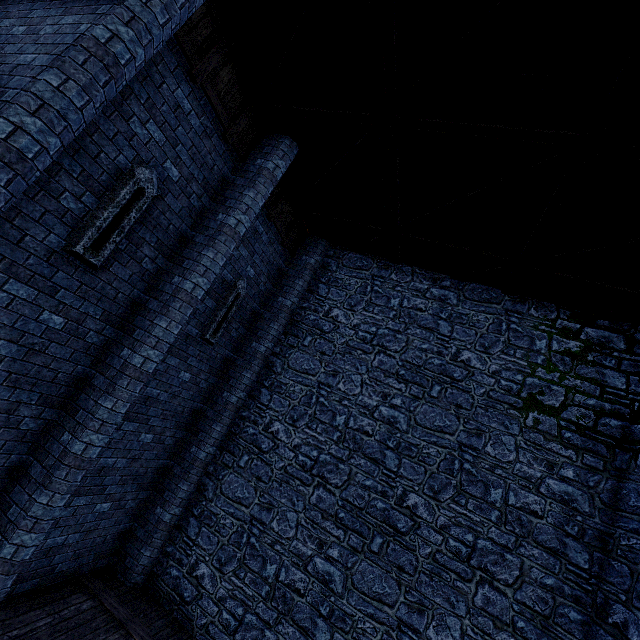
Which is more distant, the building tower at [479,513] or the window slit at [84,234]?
the building tower at [479,513]

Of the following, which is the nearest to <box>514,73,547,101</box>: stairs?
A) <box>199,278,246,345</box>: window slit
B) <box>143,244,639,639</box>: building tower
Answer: <box>143,244,639,639</box>: building tower

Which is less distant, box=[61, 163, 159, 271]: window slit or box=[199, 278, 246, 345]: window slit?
box=[61, 163, 159, 271]: window slit

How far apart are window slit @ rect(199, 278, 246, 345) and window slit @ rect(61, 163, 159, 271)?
2.8m

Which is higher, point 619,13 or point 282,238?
point 619,13

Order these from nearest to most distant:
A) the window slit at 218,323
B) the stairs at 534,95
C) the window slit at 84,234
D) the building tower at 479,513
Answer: the stairs at 534,95 → the window slit at 84,234 → the building tower at 479,513 → the window slit at 218,323

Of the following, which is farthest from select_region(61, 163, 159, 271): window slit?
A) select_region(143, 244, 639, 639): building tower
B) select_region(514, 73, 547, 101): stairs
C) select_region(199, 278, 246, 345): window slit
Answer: select_region(514, 73, 547, 101): stairs
